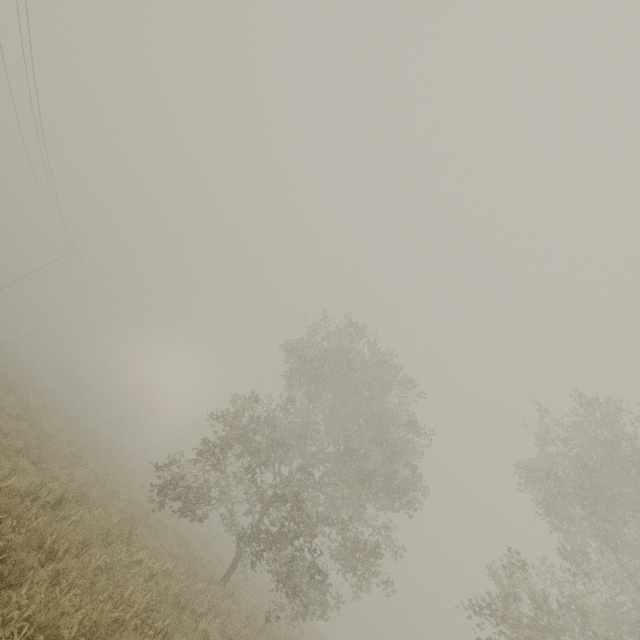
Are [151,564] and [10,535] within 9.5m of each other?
yes
